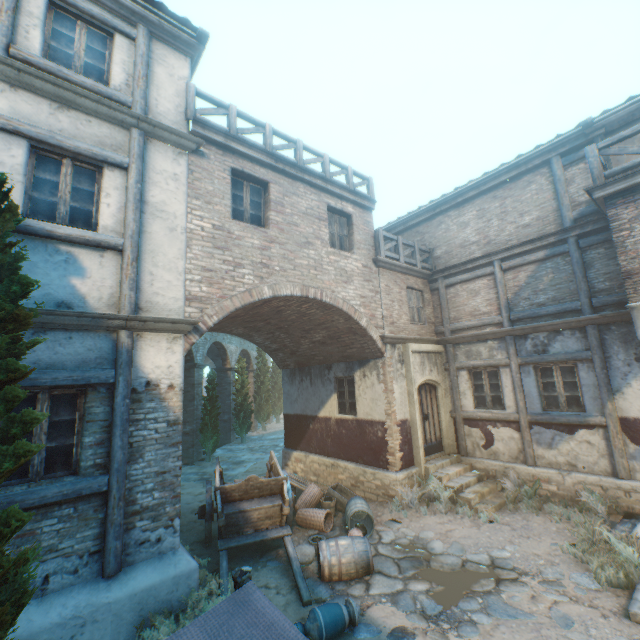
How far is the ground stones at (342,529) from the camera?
7.46m

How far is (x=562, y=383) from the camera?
8.95m

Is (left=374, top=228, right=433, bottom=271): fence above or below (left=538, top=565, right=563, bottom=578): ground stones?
above

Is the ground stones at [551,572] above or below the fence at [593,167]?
below

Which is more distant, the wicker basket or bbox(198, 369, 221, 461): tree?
bbox(198, 369, 221, 461): tree

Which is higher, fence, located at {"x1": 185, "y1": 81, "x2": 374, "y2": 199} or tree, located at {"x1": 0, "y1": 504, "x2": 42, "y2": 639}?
fence, located at {"x1": 185, "y1": 81, "x2": 374, "y2": 199}

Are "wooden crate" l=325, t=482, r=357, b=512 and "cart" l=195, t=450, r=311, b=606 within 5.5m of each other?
yes

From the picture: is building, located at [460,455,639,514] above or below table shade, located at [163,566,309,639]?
below
